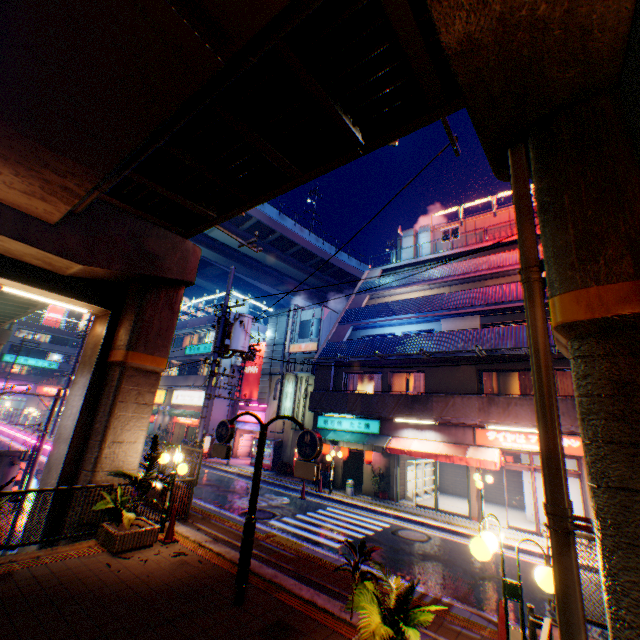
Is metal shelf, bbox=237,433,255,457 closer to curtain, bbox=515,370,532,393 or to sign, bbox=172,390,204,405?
sign, bbox=172,390,204,405

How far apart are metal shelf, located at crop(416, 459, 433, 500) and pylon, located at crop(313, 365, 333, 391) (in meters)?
5.57

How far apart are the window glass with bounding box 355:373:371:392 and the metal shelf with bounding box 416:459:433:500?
3.9m

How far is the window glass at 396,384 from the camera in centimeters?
1872cm

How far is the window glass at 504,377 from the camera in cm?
1555

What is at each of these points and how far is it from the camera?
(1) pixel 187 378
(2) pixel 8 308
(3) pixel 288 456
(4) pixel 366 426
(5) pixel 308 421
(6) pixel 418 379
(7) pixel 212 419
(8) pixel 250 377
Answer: (1) building, 31.3m
(2) overpass support, 24.0m
(3) building, 23.5m
(4) sign, 18.5m
(5) building, 23.3m
(6) curtain, 18.1m
(7) building, 27.4m
(8) billboard, 28.2m

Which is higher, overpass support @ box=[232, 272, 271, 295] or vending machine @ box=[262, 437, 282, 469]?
overpass support @ box=[232, 272, 271, 295]

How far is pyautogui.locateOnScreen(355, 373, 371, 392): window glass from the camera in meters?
20.0
